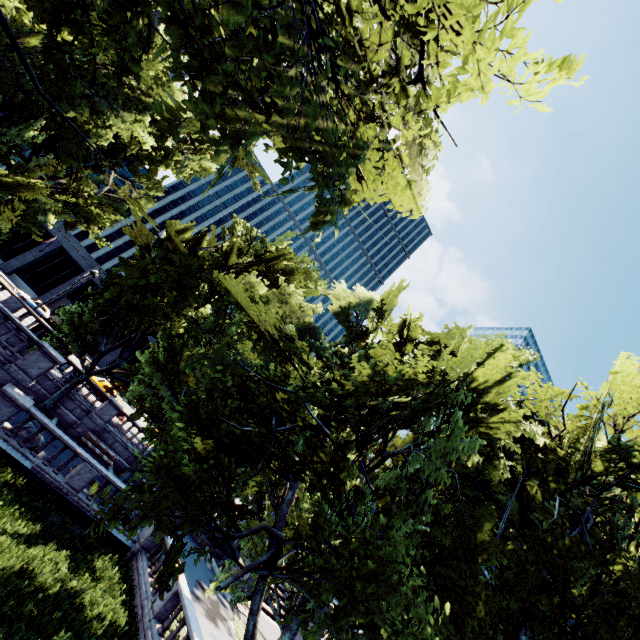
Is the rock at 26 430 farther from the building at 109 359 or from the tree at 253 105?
the building at 109 359

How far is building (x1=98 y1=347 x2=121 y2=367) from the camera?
50.5m

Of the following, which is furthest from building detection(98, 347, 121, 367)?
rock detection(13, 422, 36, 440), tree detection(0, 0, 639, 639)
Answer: rock detection(13, 422, 36, 440)

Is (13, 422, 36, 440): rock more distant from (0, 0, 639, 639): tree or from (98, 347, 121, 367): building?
(98, 347, 121, 367): building

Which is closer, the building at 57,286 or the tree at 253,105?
the tree at 253,105

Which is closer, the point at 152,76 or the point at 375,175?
the point at 375,175

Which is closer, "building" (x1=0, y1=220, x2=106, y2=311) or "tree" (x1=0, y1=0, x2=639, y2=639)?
Answer: "tree" (x1=0, y1=0, x2=639, y2=639)
